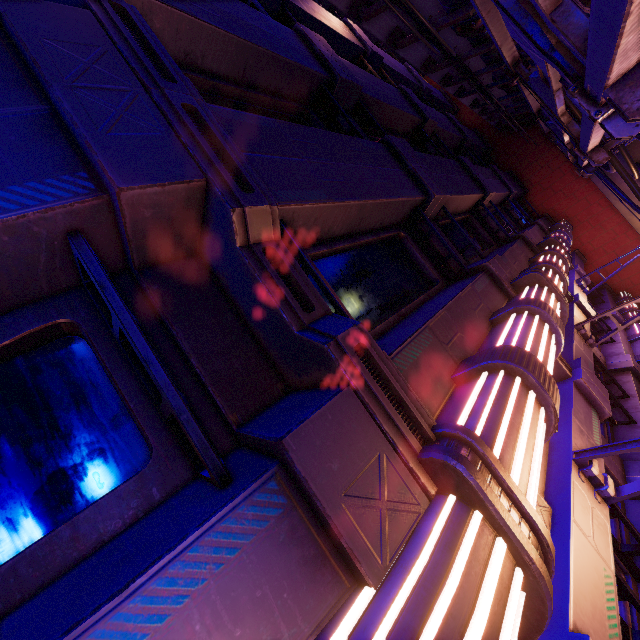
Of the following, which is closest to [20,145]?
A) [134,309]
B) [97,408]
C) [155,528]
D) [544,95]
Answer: [134,309]

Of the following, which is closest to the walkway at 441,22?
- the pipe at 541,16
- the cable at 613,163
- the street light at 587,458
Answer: the pipe at 541,16

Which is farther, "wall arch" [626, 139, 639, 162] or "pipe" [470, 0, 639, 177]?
"wall arch" [626, 139, 639, 162]

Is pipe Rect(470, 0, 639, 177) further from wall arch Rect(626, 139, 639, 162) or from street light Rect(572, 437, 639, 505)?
street light Rect(572, 437, 639, 505)

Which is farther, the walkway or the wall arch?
the wall arch

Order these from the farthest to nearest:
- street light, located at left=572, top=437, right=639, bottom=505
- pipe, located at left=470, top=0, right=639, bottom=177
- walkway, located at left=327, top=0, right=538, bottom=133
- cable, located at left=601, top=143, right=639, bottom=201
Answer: cable, located at left=601, top=143, right=639, bottom=201
walkway, located at left=327, top=0, right=538, bottom=133
street light, located at left=572, top=437, right=639, bottom=505
pipe, located at left=470, top=0, right=639, bottom=177

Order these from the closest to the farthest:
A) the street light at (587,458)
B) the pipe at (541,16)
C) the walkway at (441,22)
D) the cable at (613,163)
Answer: the pipe at (541,16), the street light at (587,458), the walkway at (441,22), the cable at (613,163)

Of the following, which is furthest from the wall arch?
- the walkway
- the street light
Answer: the street light
